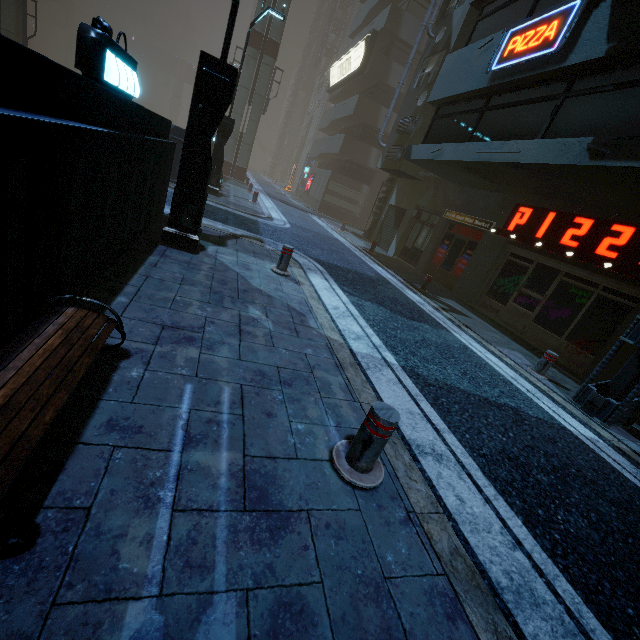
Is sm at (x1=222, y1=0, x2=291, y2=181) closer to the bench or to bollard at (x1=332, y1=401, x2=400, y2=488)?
the bench

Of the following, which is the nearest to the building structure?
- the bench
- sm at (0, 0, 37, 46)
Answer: the bench

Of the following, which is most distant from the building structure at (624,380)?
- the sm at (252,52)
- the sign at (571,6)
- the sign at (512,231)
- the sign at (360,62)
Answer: the sm at (252,52)

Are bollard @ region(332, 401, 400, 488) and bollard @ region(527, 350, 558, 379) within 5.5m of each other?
no

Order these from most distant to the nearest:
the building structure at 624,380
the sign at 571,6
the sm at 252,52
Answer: the sm at 252,52
the sign at 571,6
the building structure at 624,380

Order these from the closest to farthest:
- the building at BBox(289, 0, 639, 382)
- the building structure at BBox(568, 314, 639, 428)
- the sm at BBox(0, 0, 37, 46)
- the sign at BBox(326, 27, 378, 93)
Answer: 1. the building structure at BBox(568, 314, 639, 428)
2. the building at BBox(289, 0, 639, 382)
3. the sm at BBox(0, 0, 37, 46)
4. the sign at BBox(326, 27, 378, 93)

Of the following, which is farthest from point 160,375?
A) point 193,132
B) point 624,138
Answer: point 624,138

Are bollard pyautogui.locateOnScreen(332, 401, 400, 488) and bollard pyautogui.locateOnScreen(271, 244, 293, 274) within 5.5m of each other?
yes
